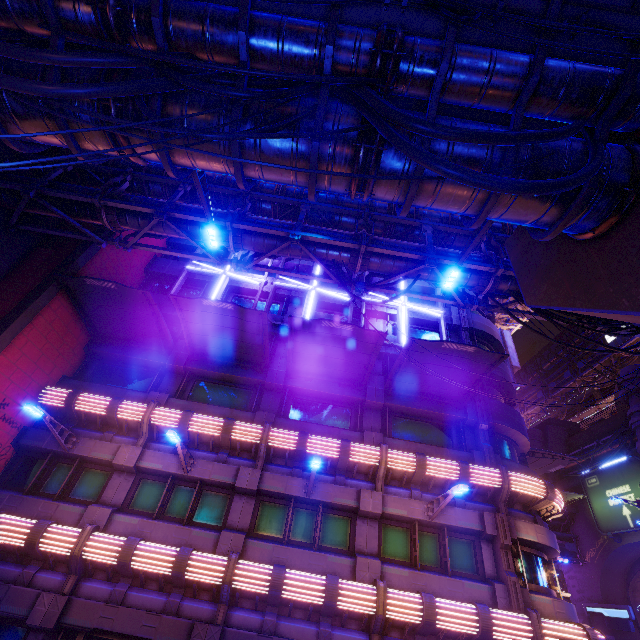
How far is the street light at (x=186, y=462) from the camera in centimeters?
1085cm

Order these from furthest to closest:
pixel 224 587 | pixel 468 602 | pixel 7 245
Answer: pixel 7 245 < pixel 468 602 < pixel 224 587

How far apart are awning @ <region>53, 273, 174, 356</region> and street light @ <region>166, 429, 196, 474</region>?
5.4m

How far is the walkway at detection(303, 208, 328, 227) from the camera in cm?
1405

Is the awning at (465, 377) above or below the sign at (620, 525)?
below

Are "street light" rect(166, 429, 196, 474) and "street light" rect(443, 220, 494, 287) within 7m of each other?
no

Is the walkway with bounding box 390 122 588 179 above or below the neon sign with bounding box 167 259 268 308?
below

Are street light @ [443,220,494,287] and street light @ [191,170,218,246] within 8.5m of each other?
yes
